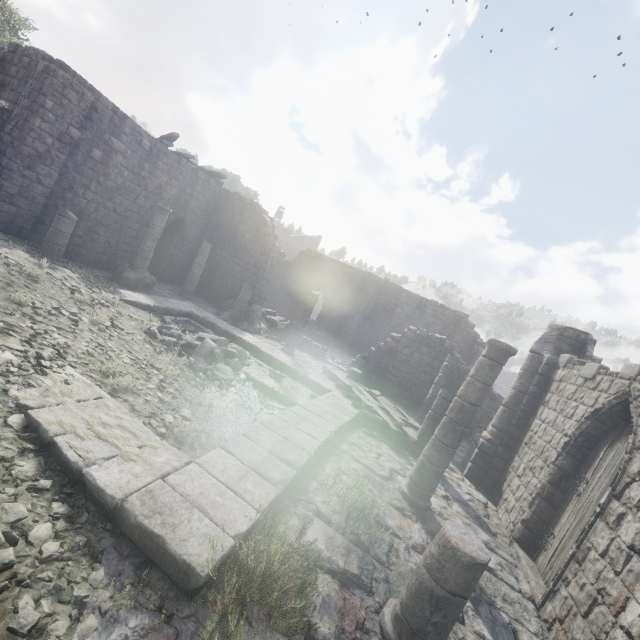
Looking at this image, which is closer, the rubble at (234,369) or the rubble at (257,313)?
the rubble at (234,369)

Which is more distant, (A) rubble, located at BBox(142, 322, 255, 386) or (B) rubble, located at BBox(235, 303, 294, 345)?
(B) rubble, located at BBox(235, 303, 294, 345)

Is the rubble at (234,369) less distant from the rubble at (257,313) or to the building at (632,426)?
the building at (632,426)

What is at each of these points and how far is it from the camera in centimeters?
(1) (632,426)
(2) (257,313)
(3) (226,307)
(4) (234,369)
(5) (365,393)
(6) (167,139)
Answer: (1) building, 578cm
(2) rubble, 1752cm
(3) rubble, 1936cm
(4) rubble, 1023cm
(5) wooden plank rubble, 1290cm
(6) wooden plank rubble, 1625cm

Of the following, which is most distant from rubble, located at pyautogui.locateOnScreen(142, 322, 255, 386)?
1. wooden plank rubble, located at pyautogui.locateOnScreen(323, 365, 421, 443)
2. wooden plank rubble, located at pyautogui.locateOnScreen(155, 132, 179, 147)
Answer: wooden plank rubble, located at pyautogui.locateOnScreen(155, 132, 179, 147)

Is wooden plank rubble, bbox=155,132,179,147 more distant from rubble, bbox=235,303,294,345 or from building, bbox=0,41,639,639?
rubble, bbox=235,303,294,345

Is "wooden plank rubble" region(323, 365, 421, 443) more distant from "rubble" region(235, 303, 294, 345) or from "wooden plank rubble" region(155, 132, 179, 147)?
"wooden plank rubble" region(155, 132, 179, 147)

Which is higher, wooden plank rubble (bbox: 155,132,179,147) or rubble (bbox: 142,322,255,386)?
wooden plank rubble (bbox: 155,132,179,147)
